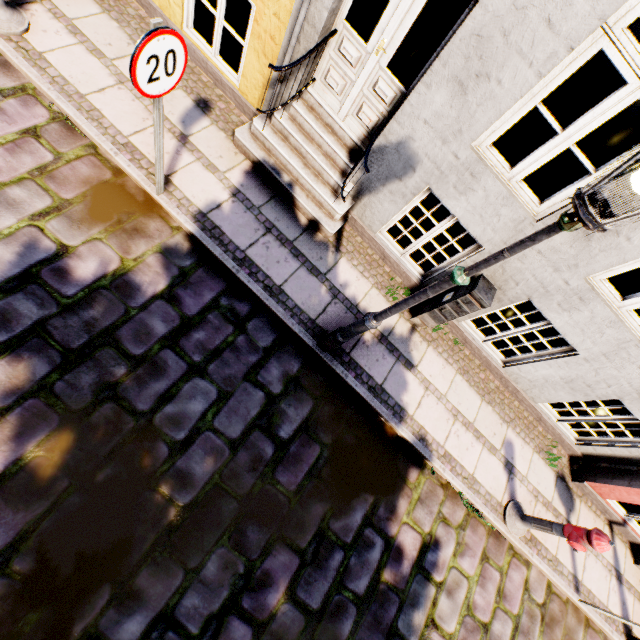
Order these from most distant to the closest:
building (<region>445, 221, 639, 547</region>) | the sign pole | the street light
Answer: building (<region>445, 221, 639, 547</region>) → the sign pole → the street light

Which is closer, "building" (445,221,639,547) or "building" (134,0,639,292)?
"building" (134,0,639,292)

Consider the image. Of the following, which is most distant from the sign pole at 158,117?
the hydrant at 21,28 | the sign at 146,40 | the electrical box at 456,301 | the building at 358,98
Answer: the electrical box at 456,301

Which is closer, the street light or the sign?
the street light

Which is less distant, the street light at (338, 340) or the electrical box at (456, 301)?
the street light at (338, 340)

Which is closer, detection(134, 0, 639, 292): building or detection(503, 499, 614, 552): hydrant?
detection(134, 0, 639, 292): building

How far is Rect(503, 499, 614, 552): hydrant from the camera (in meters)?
3.89

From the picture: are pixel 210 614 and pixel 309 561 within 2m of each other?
yes
